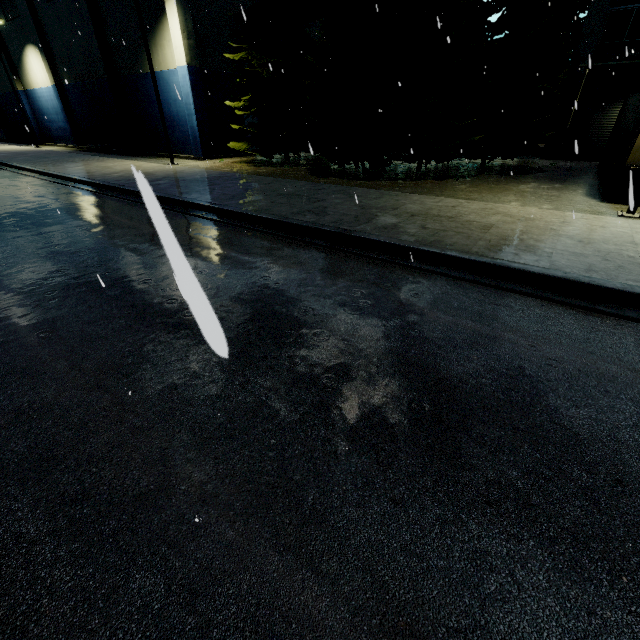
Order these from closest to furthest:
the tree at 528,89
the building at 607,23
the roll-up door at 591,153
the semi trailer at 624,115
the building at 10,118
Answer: the semi trailer at 624,115, the tree at 528,89, the building at 607,23, the roll-up door at 591,153, the building at 10,118

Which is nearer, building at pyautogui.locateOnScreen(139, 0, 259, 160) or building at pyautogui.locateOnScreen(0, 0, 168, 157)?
building at pyautogui.locateOnScreen(139, 0, 259, 160)

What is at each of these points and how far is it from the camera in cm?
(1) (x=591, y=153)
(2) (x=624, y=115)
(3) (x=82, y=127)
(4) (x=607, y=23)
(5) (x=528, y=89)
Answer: (1) roll-up door, 2114
(2) semi trailer, 1450
(3) building, 3091
(4) building, 1836
(5) tree, 1766

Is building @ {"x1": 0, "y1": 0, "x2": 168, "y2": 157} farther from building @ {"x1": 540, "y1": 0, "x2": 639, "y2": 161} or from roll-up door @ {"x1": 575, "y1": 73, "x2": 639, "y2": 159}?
roll-up door @ {"x1": 575, "y1": 73, "x2": 639, "y2": 159}

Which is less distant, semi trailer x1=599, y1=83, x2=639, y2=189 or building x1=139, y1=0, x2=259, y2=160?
semi trailer x1=599, y1=83, x2=639, y2=189

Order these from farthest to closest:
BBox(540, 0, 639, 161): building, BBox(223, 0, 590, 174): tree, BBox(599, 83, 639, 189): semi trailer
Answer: → BBox(540, 0, 639, 161): building → BBox(223, 0, 590, 174): tree → BBox(599, 83, 639, 189): semi trailer

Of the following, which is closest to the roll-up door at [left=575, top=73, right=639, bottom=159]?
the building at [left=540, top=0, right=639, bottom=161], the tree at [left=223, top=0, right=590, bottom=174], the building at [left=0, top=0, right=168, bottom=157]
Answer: the building at [left=540, top=0, right=639, bottom=161]

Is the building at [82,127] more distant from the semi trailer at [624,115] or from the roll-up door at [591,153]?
the semi trailer at [624,115]
